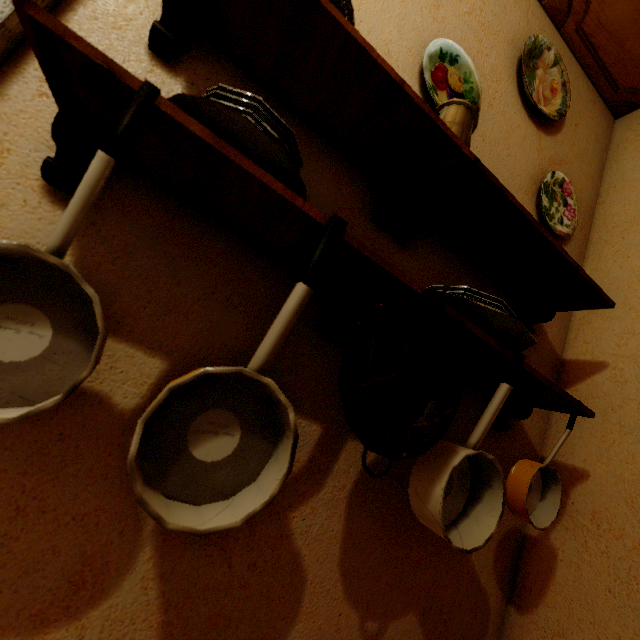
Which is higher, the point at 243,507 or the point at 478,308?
the point at 478,308

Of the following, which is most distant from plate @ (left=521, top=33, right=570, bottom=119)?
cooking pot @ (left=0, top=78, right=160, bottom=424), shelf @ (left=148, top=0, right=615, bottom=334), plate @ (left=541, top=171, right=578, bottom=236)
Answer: cooking pot @ (left=0, top=78, right=160, bottom=424)

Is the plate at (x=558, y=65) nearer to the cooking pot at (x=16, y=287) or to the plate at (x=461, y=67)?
the plate at (x=461, y=67)

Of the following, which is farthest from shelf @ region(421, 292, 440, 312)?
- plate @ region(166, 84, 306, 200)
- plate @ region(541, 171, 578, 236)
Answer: plate @ region(541, 171, 578, 236)

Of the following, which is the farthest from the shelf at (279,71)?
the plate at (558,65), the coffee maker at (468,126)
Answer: the plate at (558,65)

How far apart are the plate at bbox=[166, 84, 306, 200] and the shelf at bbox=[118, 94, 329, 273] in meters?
0.0 m

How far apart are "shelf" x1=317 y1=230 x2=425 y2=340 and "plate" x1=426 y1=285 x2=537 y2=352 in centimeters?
4cm

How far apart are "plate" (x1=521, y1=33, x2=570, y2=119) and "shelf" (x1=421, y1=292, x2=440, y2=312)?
1.2 meters
